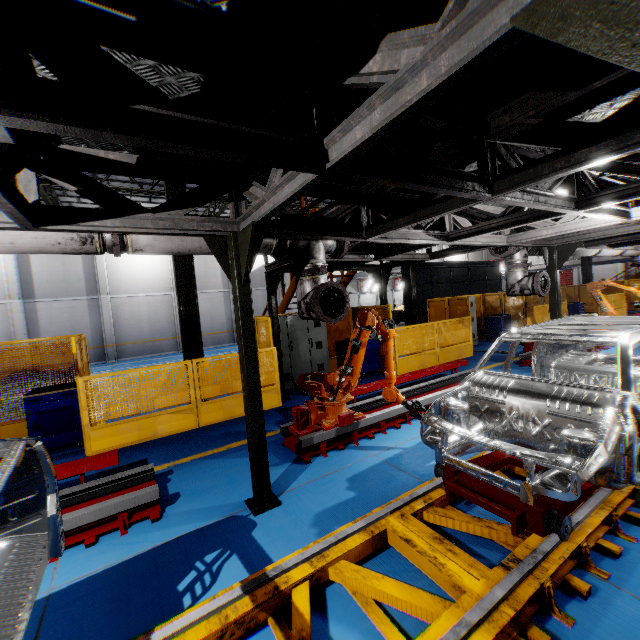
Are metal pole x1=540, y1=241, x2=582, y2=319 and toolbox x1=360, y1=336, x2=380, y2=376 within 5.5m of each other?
yes

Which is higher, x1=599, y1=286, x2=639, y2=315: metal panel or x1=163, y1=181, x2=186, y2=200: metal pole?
x1=163, y1=181, x2=186, y2=200: metal pole

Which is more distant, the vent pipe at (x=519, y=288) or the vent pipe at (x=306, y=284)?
the vent pipe at (x=519, y=288)

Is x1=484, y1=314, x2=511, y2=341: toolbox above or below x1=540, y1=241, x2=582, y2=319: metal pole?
below

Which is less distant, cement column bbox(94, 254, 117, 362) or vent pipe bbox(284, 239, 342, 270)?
vent pipe bbox(284, 239, 342, 270)

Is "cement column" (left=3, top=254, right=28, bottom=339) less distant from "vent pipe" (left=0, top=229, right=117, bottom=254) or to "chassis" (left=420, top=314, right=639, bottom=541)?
"vent pipe" (left=0, top=229, right=117, bottom=254)

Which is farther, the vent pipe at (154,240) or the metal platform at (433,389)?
the metal platform at (433,389)

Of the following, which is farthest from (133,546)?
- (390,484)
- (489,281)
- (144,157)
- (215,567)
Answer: (489,281)
